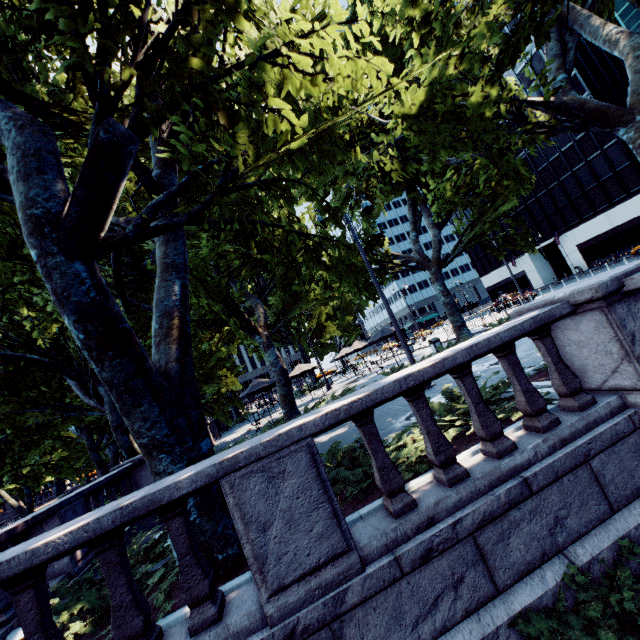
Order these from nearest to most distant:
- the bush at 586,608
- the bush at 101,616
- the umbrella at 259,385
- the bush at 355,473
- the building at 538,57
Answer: the bush at 586,608 < the bush at 101,616 < the bush at 355,473 < the umbrella at 259,385 < the building at 538,57

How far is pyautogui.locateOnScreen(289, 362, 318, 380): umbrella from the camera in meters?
24.2 m

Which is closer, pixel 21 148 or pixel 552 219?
pixel 21 148

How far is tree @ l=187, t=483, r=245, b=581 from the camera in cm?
422

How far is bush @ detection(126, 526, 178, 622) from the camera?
3.92m

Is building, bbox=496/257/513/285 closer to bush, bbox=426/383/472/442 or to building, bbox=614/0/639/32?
building, bbox=614/0/639/32

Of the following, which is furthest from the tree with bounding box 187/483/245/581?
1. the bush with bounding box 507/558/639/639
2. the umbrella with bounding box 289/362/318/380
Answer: the umbrella with bounding box 289/362/318/380

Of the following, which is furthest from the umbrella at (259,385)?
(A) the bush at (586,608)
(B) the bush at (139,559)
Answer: (A) the bush at (586,608)
